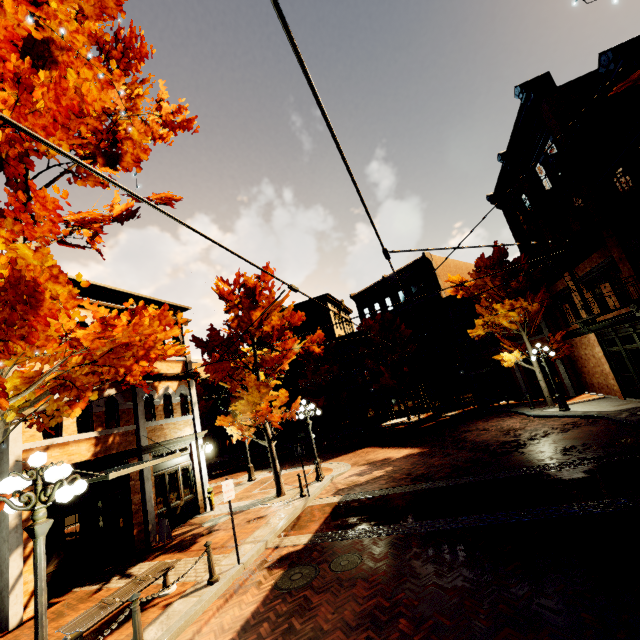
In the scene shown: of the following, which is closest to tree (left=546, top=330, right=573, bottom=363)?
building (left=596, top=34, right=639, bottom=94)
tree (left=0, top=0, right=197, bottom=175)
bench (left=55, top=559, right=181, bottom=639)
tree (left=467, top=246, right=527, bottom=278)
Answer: building (left=596, top=34, right=639, bottom=94)

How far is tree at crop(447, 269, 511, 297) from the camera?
19.6m

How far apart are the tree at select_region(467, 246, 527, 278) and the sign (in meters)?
19.62

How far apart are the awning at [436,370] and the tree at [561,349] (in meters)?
8.64

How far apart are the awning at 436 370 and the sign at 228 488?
20.72m

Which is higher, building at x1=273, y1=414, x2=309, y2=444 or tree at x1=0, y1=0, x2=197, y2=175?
tree at x1=0, y1=0, x2=197, y2=175

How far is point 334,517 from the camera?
10.1m

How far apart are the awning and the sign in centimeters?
2072cm
